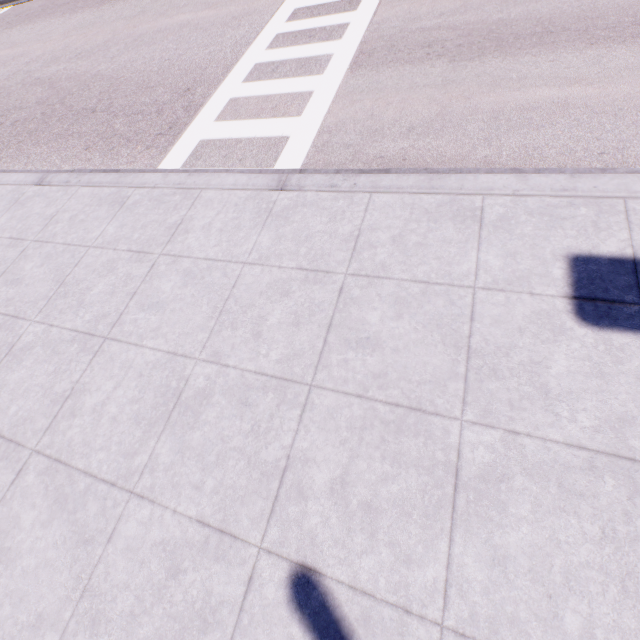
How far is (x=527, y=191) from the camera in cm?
340
